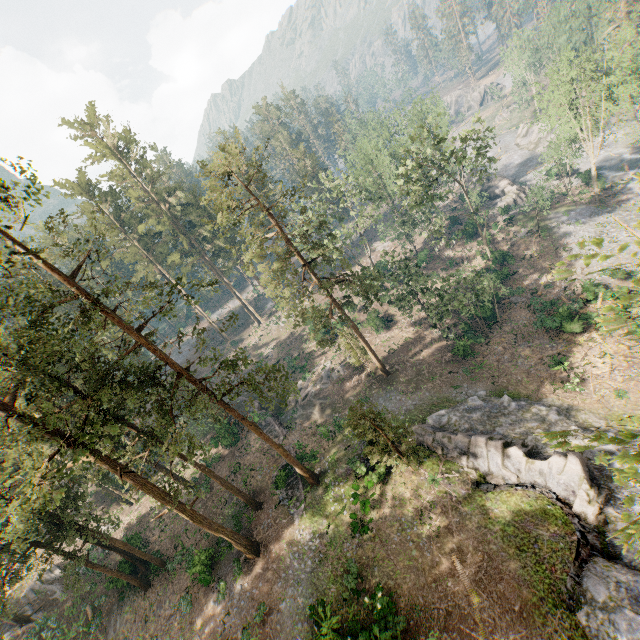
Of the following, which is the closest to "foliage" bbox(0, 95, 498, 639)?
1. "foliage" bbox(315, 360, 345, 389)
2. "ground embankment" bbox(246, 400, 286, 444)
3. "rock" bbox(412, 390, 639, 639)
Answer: "rock" bbox(412, 390, 639, 639)

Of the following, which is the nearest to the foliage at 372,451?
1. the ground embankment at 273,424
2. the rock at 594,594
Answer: the rock at 594,594

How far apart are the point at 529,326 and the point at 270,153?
30.8 meters

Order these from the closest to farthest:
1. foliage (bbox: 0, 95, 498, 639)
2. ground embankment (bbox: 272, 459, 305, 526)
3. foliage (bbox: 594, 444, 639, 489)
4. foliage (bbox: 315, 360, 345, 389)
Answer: foliage (bbox: 594, 444, 639, 489)
foliage (bbox: 0, 95, 498, 639)
ground embankment (bbox: 272, 459, 305, 526)
foliage (bbox: 315, 360, 345, 389)

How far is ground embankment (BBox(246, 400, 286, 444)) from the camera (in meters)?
35.88

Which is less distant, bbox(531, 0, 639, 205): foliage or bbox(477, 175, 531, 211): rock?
bbox(531, 0, 639, 205): foliage

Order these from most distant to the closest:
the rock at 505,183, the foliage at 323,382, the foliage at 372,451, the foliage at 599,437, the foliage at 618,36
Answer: the rock at 505,183
the foliage at 323,382
the foliage at 618,36
the foliage at 372,451
the foliage at 599,437

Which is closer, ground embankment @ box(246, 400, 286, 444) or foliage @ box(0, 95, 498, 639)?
foliage @ box(0, 95, 498, 639)
